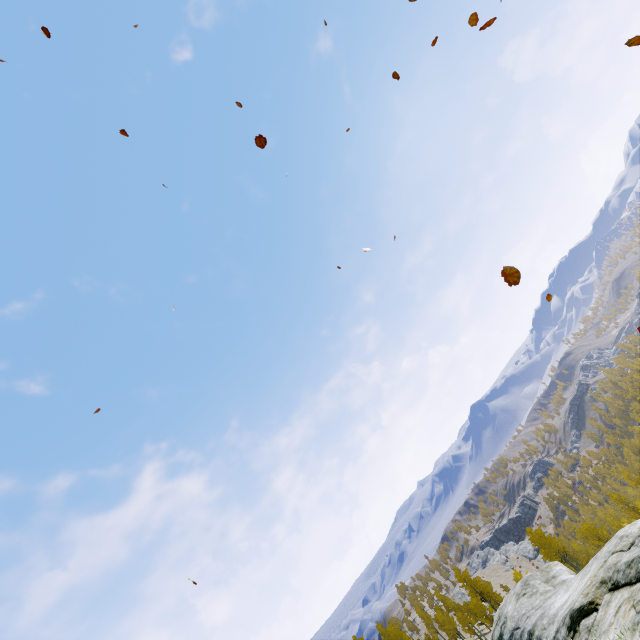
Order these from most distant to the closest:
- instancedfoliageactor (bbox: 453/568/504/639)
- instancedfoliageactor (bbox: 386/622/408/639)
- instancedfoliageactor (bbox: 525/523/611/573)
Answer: instancedfoliageactor (bbox: 386/622/408/639)
instancedfoliageactor (bbox: 525/523/611/573)
instancedfoliageactor (bbox: 453/568/504/639)

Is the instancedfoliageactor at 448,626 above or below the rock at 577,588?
below

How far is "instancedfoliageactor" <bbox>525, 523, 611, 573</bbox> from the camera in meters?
43.4

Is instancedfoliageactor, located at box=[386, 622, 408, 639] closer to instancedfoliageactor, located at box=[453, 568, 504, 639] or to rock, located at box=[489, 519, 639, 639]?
rock, located at box=[489, 519, 639, 639]

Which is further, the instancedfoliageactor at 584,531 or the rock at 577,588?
the instancedfoliageactor at 584,531

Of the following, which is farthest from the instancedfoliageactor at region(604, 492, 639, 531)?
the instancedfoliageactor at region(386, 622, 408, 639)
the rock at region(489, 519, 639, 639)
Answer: the instancedfoliageactor at region(386, 622, 408, 639)

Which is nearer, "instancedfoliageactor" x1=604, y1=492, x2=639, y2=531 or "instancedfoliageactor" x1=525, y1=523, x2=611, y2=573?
"instancedfoliageactor" x1=525, y1=523, x2=611, y2=573

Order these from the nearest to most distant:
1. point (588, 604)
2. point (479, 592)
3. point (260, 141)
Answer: point (260, 141)
point (588, 604)
point (479, 592)
